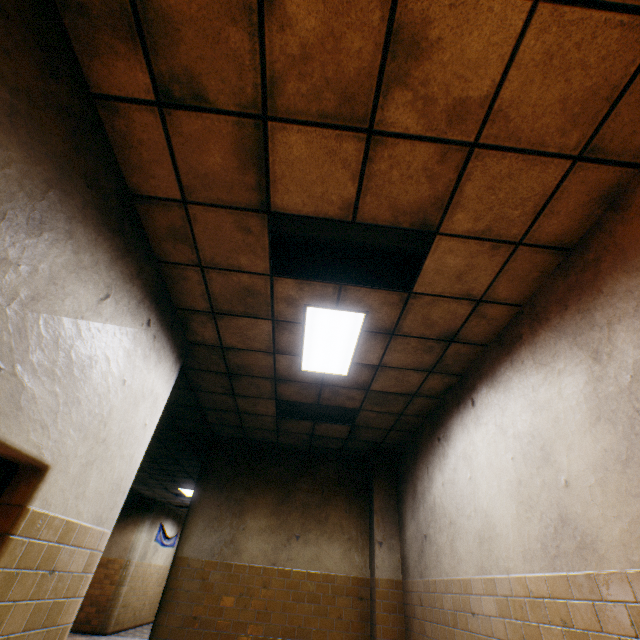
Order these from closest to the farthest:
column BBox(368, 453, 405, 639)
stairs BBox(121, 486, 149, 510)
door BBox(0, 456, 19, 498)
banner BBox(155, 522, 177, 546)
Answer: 1. door BBox(0, 456, 19, 498)
2. column BBox(368, 453, 405, 639)
3. stairs BBox(121, 486, 149, 510)
4. banner BBox(155, 522, 177, 546)

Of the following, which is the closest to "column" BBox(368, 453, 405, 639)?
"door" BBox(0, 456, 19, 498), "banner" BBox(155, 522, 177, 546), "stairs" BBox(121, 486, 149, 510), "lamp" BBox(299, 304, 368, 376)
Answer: "lamp" BBox(299, 304, 368, 376)

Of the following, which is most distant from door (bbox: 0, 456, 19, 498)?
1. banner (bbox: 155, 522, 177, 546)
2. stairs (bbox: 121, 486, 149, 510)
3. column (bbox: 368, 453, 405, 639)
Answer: banner (bbox: 155, 522, 177, 546)

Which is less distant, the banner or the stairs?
the stairs

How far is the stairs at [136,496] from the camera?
11.8m

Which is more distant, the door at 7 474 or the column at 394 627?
the column at 394 627

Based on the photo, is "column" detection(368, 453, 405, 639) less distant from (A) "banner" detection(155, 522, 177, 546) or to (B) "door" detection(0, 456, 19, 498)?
(B) "door" detection(0, 456, 19, 498)

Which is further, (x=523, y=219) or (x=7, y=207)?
(x=523, y=219)
